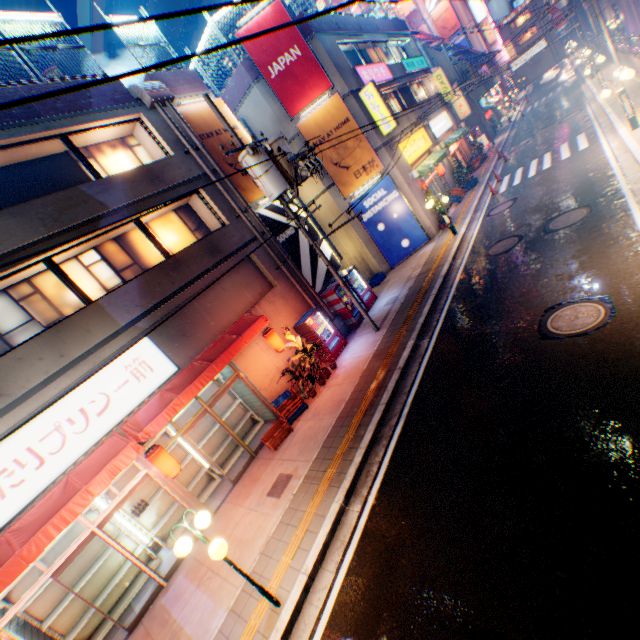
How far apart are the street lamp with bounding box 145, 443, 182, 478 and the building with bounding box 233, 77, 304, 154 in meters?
13.9

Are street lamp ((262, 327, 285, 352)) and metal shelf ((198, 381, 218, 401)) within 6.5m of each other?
yes

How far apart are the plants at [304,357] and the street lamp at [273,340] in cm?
2

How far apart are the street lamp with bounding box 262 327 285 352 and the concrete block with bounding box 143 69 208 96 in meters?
9.5 m

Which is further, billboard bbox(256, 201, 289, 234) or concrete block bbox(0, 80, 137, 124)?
A: billboard bbox(256, 201, 289, 234)

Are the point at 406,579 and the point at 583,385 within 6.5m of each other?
yes

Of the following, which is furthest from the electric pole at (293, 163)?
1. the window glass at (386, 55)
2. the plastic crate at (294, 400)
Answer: the window glass at (386, 55)

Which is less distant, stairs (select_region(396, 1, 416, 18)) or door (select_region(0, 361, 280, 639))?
door (select_region(0, 361, 280, 639))
